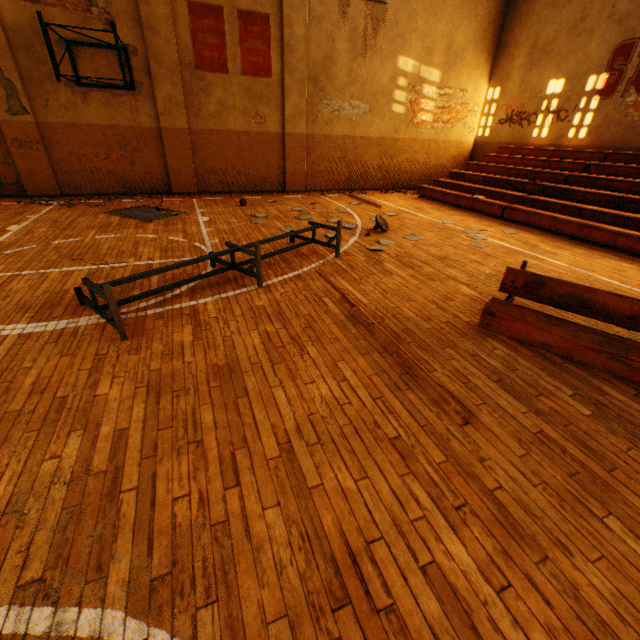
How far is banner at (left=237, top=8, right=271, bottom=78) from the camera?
9.61m

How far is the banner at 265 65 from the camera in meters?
9.6

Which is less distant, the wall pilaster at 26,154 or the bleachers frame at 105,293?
the bleachers frame at 105,293

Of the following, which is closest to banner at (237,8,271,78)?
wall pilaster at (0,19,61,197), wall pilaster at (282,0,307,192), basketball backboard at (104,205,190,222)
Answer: wall pilaster at (282,0,307,192)

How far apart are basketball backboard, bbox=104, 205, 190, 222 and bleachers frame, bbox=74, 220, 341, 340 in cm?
348

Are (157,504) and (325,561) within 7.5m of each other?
yes

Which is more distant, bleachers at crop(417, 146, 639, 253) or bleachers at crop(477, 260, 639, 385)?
bleachers at crop(417, 146, 639, 253)

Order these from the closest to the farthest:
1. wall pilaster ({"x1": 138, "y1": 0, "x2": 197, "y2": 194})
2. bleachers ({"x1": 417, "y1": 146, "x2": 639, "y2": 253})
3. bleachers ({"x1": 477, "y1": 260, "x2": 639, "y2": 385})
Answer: bleachers ({"x1": 477, "y1": 260, "x2": 639, "y2": 385}) < bleachers ({"x1": 417, "y1": 146, "x2": 639, "y2": 253}) < wall pilaster ({"x1": 138, "y1": 0, "x2": 197, "y2": 194})
